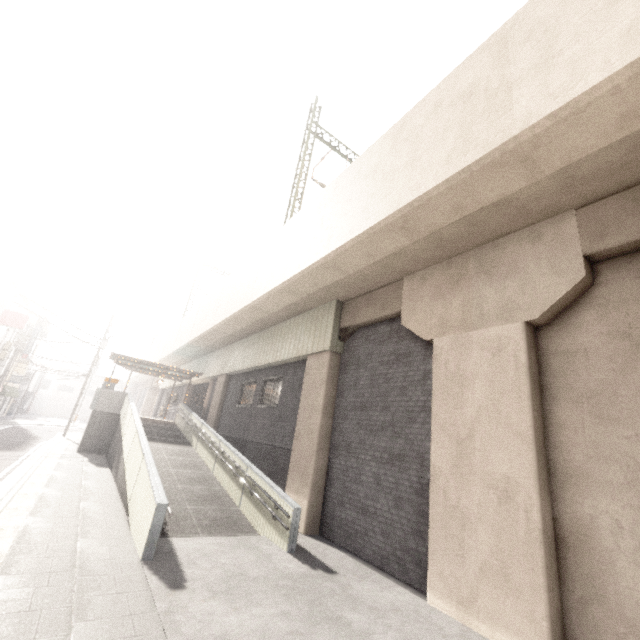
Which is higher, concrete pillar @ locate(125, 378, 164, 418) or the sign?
the sign

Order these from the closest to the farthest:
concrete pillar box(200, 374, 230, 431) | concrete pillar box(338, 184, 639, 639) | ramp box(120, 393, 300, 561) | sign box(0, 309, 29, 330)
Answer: concrete pillar box(338, 184, 639, 639)
ramp box(120, 393, 300, 561)
concrete pillar box(200, 374, 230, 431)
sign box(0, 309, 29, 330)

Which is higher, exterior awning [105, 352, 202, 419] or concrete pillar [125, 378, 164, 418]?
exterior awning [105, 352, 202, 419]

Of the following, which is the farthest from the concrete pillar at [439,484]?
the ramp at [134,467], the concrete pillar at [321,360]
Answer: the ramp at [134,467]

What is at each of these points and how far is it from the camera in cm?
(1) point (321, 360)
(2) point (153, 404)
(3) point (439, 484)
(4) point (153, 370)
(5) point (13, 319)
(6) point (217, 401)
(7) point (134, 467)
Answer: (1) concrete pillar, 1069
(2) concrete pillar, 4219
(3) concrete pillar, 624
(4) exterior awning, 2238
(5) sign, 2161
(6) concrete pillar, 1802
(7) ramp, 899

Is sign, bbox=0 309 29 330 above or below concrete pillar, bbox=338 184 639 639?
above

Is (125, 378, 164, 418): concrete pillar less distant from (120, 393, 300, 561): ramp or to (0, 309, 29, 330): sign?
(0, 309, 29, 330): sign

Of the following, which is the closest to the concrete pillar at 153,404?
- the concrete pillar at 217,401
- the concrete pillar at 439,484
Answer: the concrete pillar at 217,401
